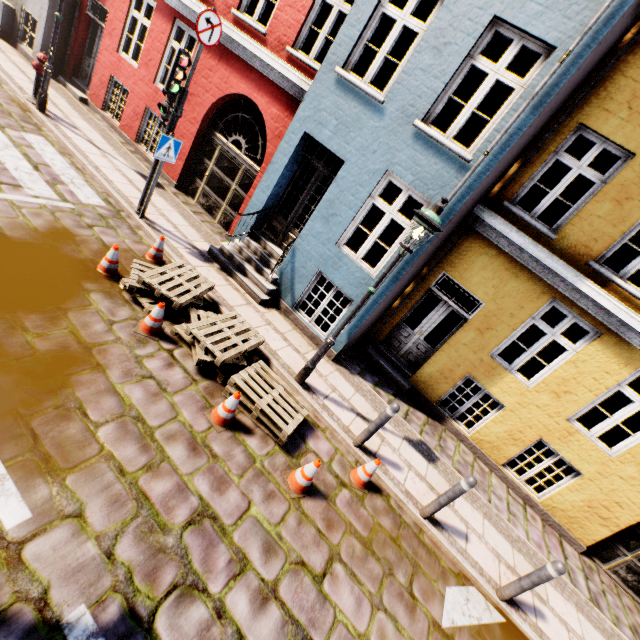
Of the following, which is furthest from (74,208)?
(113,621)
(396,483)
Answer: (396,483)

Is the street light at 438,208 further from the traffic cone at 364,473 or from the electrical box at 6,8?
the electrical box at 6,8

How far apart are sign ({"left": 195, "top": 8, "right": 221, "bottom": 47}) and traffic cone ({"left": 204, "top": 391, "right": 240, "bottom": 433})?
6.26m

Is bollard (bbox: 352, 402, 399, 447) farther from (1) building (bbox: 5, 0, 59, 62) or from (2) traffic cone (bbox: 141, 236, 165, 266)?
(2) traffic cone (bbox: 141, 236, 165, 266)

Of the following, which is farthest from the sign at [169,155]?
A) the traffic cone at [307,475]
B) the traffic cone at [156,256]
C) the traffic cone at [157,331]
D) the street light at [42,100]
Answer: the traffic cone at [307,475]

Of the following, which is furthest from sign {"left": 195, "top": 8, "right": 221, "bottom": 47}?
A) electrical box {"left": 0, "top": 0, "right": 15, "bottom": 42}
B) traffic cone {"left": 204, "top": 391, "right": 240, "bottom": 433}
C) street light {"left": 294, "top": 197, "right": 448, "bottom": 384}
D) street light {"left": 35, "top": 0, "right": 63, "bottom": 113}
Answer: electrical box {"left": 0, "top": 0, "right": 15, "bottom": 42}

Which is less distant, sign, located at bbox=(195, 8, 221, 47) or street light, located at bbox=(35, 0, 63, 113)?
sign, located at bbox=(195, 8, 221, 47)

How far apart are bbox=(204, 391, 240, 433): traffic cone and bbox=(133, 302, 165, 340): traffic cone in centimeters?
142cm
